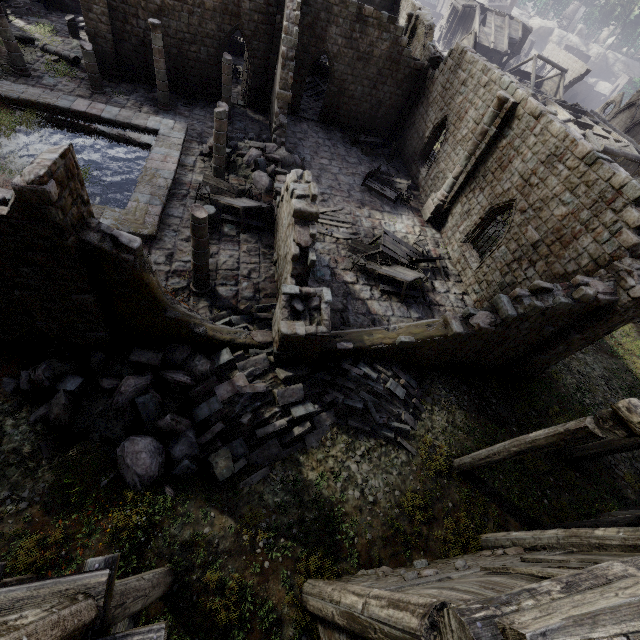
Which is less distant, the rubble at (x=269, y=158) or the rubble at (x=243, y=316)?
the rubble at (x=243, y=316)

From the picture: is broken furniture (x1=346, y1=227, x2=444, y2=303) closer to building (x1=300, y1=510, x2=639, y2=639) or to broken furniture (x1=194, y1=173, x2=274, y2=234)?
building (x1=300, y1=510, x2=639, y2=639)

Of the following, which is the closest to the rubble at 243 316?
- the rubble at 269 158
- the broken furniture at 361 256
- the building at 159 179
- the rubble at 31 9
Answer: the building at 159 179

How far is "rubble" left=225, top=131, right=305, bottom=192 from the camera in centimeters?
1633cm

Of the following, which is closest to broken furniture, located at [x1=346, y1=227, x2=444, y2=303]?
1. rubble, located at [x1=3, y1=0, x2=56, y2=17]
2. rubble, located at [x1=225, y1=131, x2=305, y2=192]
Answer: rubble, located at [x1=225, y1=131, x2=305, y2=192]

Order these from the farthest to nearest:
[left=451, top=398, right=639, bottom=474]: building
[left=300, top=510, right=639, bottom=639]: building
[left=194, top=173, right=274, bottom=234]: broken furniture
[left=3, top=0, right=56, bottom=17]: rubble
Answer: [left=3, top=0, right=56, bottom=17]: rubble < [left=194, top=173, right=274, bottom=234]: broken furniture < [left=451, top=398, right=639, bottom=474]: building < [left=300, top=510, right=639, bottom=639]: building

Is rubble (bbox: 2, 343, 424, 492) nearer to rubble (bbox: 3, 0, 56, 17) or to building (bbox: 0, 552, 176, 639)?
building (bbox: 0, 552, 176, 639)

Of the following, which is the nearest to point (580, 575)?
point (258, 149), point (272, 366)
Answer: point (272, 366)
